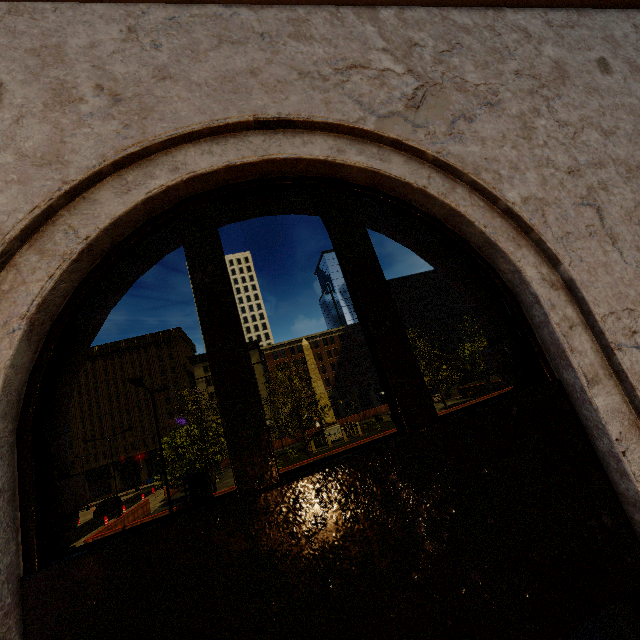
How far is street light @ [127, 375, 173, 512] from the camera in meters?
14.7

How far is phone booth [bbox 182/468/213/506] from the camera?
18.01m

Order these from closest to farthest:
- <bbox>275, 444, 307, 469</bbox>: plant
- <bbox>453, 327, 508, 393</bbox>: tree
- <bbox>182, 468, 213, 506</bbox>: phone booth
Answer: <bbox>182, 468, 213, 506</bbox>: phone booth → <bbox>453, 327, 508, 393</bbox>: tree → <bbox>275, 444, 307, 469</bbox>: plant

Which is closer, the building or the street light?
the building

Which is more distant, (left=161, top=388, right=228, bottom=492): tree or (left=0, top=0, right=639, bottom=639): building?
(left=161, top=388, right=228, bottom=492): tree

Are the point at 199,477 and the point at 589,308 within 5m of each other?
no

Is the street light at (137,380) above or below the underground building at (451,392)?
above

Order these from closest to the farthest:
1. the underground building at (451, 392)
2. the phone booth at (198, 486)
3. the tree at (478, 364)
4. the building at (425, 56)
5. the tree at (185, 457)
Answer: the building at (425, 56) < the phone booth at (198, 486) < the tree at (185, 457) < the tree at (478, 364) < the underground building at (451, 392)
